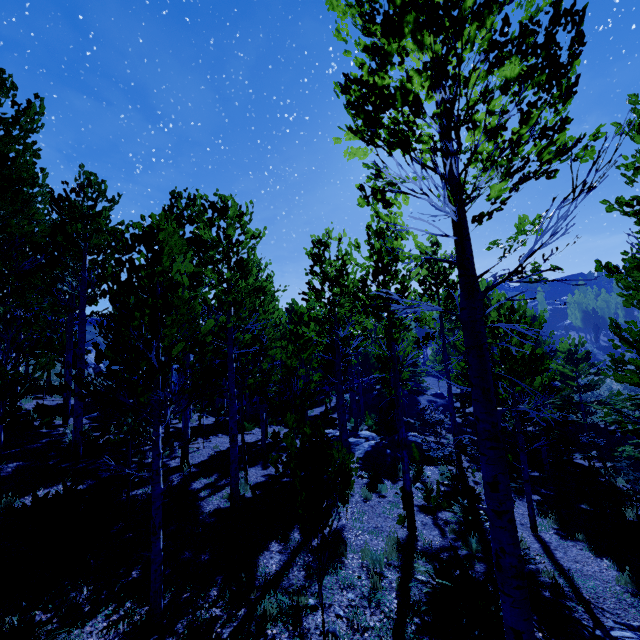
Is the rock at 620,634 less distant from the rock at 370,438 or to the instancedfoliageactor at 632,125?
the instancedfoliageactor at 632,125

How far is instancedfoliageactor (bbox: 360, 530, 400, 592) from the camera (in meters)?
5.82

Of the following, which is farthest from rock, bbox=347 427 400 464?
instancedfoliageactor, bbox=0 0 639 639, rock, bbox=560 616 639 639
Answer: rock, bbox=560 616 639 639

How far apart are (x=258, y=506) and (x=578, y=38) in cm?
1028

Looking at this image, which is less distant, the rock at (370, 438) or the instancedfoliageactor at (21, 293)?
the instancedfoliageactor at (21, 293)

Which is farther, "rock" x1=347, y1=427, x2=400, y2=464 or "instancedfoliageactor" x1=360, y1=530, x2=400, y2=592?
"rock" x1=347, y1=427, x2=400, y2=464

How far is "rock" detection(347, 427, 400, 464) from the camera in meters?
14.2
